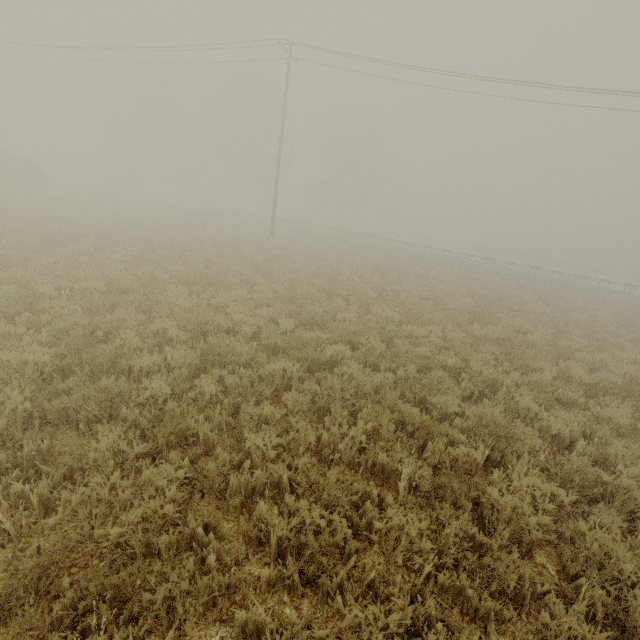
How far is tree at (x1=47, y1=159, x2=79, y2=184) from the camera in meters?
47.2 m

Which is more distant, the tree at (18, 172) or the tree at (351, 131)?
the tree at (351, 131)

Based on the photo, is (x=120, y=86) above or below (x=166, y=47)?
above

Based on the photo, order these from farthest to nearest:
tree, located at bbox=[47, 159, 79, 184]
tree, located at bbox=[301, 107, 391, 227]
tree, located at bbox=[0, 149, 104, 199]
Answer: tree, located at bbox=[47, 159, 79, 184] < tree, located at bbox=[301, 107, 391, 227] < tree, located at bbox=[0, 149, 104, 199]

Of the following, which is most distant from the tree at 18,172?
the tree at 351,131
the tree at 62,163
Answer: the tree at 351,131

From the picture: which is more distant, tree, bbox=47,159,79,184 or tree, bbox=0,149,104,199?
tree, bbox=47,159,79,184

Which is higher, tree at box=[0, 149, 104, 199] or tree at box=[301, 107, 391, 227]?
tree at box=[301, 107, 391, 227]

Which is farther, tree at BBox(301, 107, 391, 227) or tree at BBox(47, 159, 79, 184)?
tree at BBox(47, 159, 79, 184)
